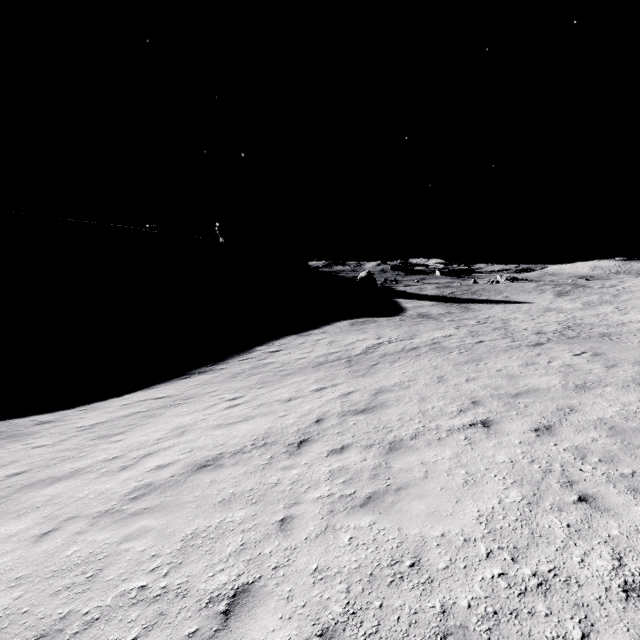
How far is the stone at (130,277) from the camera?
58.1m

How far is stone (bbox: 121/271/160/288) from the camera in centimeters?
5809cm

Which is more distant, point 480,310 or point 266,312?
point 266,312
